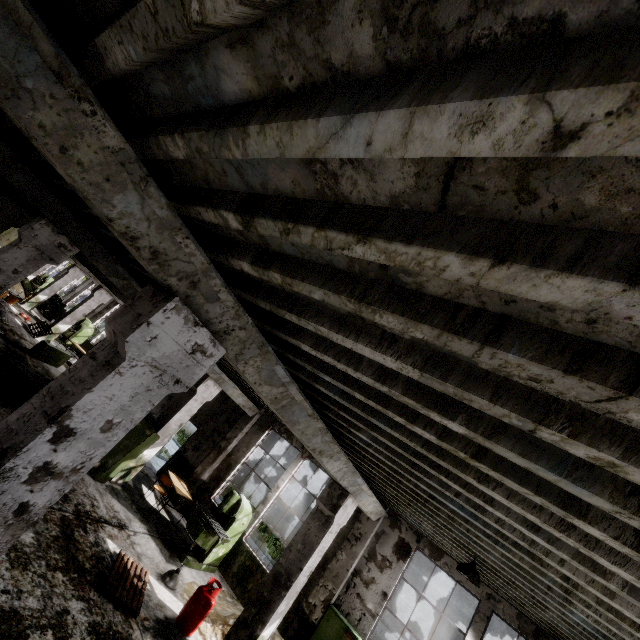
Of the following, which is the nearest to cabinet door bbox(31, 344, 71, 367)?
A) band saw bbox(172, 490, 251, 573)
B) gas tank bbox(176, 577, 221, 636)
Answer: band saw bbox(172, 490, 251, 573)

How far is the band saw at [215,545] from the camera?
8.7 meters

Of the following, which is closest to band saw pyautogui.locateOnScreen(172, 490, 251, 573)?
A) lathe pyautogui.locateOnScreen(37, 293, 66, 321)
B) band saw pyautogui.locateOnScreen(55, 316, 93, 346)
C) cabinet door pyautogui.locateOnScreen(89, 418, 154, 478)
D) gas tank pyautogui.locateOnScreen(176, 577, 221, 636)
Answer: gas tank pyautogui.locateOnScreen(176, 577, 221, 636)

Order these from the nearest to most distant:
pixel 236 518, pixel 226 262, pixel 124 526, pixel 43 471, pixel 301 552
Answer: pixel 43 471 → pixel 226 262 → pixel 301 552 → pixel 124 526 → pixel 236 518

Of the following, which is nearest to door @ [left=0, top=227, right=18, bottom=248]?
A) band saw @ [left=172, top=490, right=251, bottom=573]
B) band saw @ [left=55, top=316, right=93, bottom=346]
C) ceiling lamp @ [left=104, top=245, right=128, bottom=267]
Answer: band saw @ [left=55, top=316, right=93, bottom=346]

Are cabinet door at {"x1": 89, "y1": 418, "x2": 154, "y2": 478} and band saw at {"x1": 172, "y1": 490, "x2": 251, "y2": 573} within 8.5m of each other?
yes

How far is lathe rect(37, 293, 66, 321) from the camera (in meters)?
Answer: 23.16

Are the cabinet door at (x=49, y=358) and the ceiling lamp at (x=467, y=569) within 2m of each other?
no
